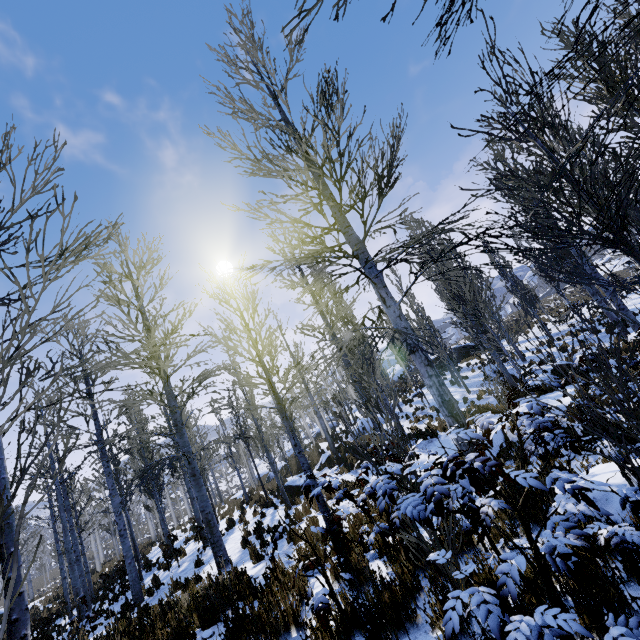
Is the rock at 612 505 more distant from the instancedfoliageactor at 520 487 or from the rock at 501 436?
the rock at 501 436

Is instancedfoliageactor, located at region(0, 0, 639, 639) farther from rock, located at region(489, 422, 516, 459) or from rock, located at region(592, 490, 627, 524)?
rock, located at region(489, 422, 516, 459)

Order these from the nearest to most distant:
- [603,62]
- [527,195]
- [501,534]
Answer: [501,534] < [603,62] < [527,195]

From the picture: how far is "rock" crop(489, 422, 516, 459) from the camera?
9.31m

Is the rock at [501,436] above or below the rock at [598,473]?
below

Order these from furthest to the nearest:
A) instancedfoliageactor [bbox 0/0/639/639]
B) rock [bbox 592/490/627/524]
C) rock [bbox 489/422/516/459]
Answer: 1. rock [bbox 489/422/516/459]
2. rock [bbox 592/490/627/524]
3. instancedfoliageactor [bbox 0/0/639/639]

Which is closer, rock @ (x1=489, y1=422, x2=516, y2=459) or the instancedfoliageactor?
the instancedfoliageactor
